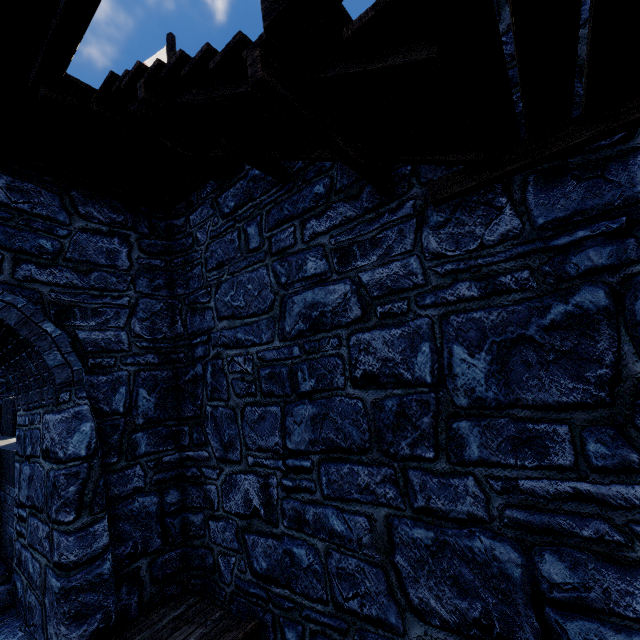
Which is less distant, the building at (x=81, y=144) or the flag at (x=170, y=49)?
the building at (x=81, y=144)

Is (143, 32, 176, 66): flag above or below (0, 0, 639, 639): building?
above

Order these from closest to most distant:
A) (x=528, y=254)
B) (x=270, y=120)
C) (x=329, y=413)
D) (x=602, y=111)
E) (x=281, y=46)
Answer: (x=281, y=46) → (x=602, y=111) → (x=528, y=254) → (x=270, y=120) → (x=329, y=413)

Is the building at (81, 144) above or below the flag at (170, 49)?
below

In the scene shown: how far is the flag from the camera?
8.12m

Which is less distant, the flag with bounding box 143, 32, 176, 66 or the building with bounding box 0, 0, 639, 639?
the building with bounding box 0, 0, 639, 639
